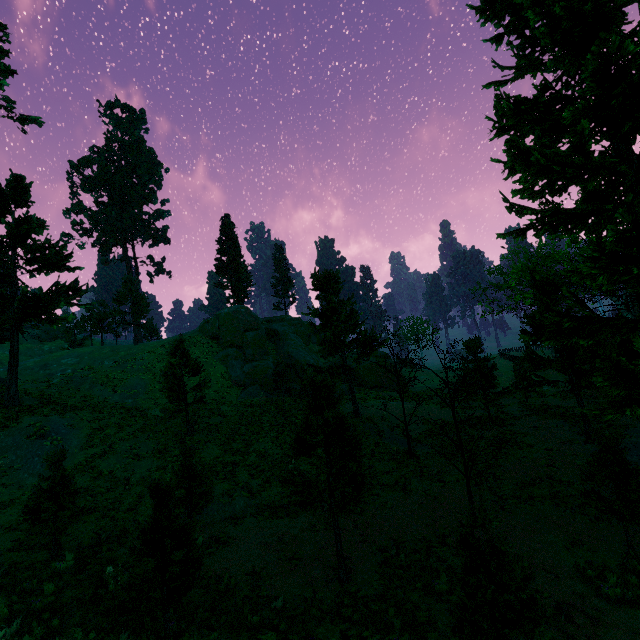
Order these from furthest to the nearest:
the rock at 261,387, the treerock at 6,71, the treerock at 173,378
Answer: the rock at 261,387 → the treerock at 6,71 → the treerock at 173,378

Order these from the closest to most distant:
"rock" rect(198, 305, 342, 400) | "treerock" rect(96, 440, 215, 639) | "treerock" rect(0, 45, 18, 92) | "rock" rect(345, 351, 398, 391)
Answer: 1. "treerock" rect(96, 440, 215, 639)
2. "treerock" rect(0, 45, 18, 92)
3. "rock" rect(198, 305, 342, 400)
4. "rock" rect(345, 351, 398, 391)

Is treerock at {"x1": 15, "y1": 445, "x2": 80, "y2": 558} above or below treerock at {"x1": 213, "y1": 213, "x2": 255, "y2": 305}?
below

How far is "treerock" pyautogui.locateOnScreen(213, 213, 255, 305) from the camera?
45.1 meters

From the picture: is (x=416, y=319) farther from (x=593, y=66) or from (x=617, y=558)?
(x=593, y=66)

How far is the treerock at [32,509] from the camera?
10.85m
